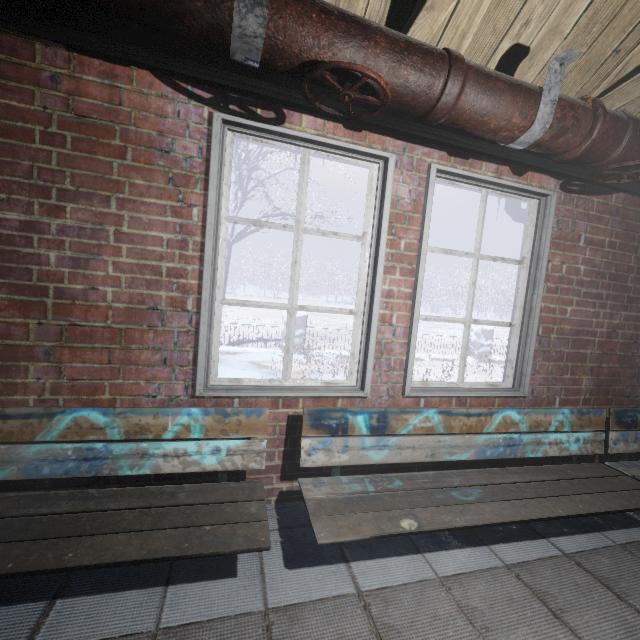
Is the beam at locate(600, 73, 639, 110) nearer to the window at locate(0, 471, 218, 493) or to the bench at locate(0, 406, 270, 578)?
the window at locate(0, 471, 218, 493)

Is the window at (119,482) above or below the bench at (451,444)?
below

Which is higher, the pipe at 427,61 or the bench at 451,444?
the pipe at 427,61

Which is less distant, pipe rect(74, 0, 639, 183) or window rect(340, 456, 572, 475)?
pipe rect(74, 0, 639, 183)

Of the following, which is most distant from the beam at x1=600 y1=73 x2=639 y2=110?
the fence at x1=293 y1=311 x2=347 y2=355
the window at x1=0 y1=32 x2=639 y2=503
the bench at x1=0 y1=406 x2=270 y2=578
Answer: the fence at x1=293 y1=311 x2=347 y2=355

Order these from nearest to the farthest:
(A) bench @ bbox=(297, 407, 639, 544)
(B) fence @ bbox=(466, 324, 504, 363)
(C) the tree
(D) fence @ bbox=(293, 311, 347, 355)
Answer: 1. (A) bench @ bbox=(297, 407, 639, 544)
2. (C) the tree
3. (D) fence @ bbox=(293, 311, 347, 355)
4. (B) fence @ bbox=(466, 324, 504, 363)

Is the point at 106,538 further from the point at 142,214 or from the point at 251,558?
the point at 142,214

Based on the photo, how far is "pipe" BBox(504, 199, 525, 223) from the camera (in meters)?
2.31
